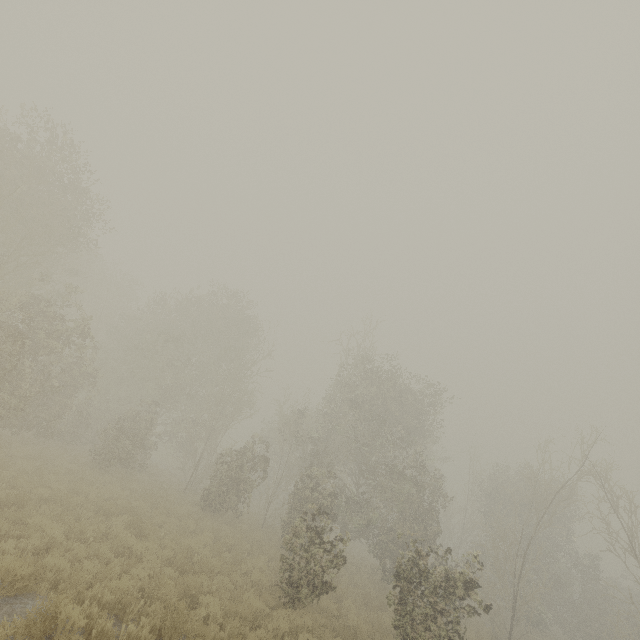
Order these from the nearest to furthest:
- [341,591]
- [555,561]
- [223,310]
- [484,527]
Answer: [341,591]
[555,561]
[484,527]
[223,310]
